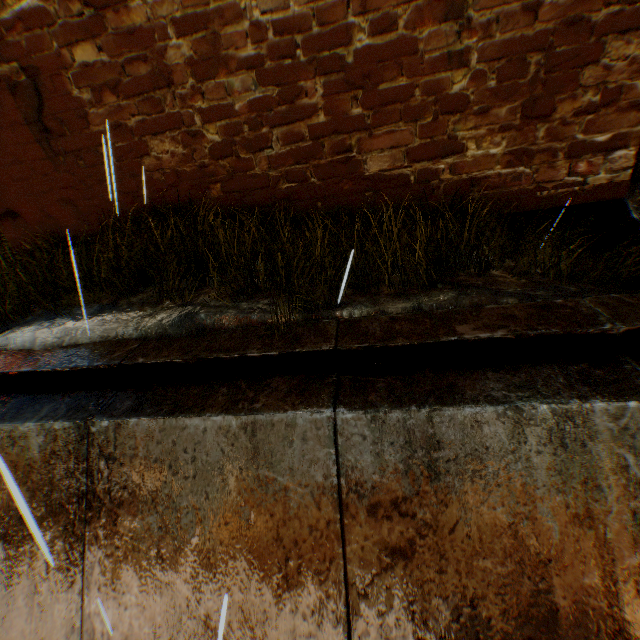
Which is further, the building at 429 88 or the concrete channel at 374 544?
the building at 429 88

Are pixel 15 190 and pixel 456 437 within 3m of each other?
no

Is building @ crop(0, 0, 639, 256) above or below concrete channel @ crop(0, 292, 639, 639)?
above

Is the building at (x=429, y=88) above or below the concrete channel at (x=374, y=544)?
above

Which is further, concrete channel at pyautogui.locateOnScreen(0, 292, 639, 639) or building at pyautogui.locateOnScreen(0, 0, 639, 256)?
building at pyautogui.locateOnScreen(0, 0, 639, 256)
